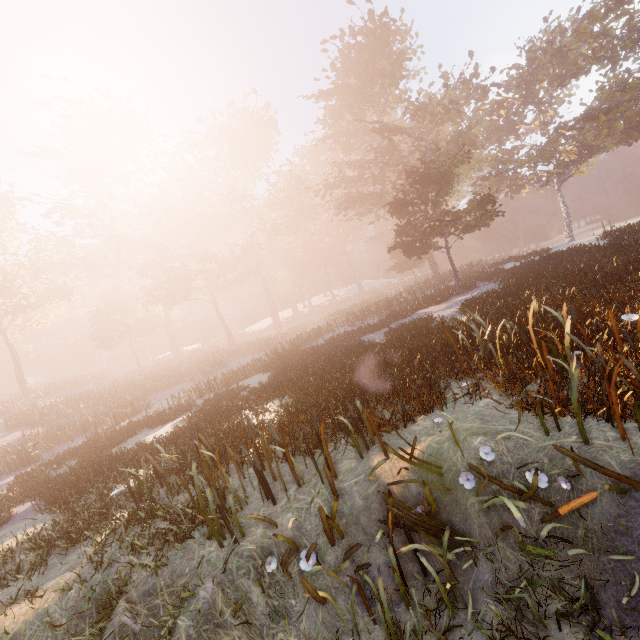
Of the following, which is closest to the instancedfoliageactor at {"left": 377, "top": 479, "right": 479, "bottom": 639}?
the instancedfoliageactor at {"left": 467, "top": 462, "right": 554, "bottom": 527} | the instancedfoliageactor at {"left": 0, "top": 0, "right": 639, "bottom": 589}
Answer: the instancedfoliageactor at {"left": 467, "top": 462, "right": 554, "bottom": 527}

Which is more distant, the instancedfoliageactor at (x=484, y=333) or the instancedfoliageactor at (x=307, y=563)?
the instancedfoliageactor at (x=484, y=333)

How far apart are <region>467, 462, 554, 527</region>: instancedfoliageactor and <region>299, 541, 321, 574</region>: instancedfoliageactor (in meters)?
1.99

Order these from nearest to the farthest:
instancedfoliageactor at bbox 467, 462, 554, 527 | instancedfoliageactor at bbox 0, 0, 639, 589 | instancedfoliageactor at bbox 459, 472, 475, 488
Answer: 1. instancedfoliageactor at bbox 467, 462, 554, 527
2. instancedfoliageactor at bbox 459, 472, 475, 488
3. instancedfoliageactor at bbox 0, 0, 639, 589

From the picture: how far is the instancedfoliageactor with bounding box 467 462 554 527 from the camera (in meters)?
3.34

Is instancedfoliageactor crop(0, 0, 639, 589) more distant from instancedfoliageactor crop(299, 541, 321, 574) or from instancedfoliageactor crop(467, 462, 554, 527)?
instancedfoliageactor crop(467, 462, 554, 527)

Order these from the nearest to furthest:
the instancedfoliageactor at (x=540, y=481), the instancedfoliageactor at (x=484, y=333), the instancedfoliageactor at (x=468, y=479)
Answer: the instancedfoliageactor at (x=540, y=481) → the instancedfoliageactor at (x=468, y=479) → the instancedfoliageactor at (x=484, y=333)

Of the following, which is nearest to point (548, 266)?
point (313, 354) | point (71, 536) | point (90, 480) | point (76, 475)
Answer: point (313, 354)
